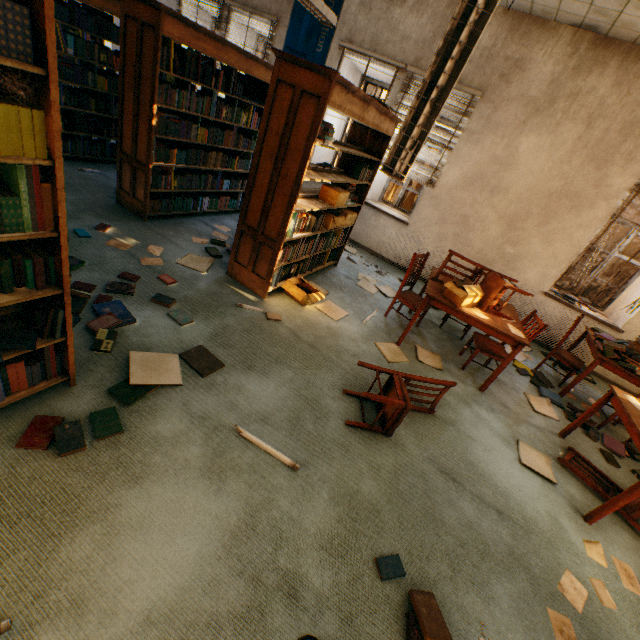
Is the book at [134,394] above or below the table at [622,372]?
below

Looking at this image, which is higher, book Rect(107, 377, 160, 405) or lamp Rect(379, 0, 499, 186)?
lamp Rect(379, 0, 499, 186)

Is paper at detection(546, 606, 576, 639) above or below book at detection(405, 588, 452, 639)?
below

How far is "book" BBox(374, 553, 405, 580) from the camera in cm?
178

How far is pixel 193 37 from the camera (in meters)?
3.48

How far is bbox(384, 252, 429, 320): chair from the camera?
4.1 meters

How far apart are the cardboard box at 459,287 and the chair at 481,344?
0.5 meters

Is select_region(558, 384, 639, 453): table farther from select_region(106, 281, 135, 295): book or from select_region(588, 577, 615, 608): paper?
select_region(106, 281, 135, 295): book
